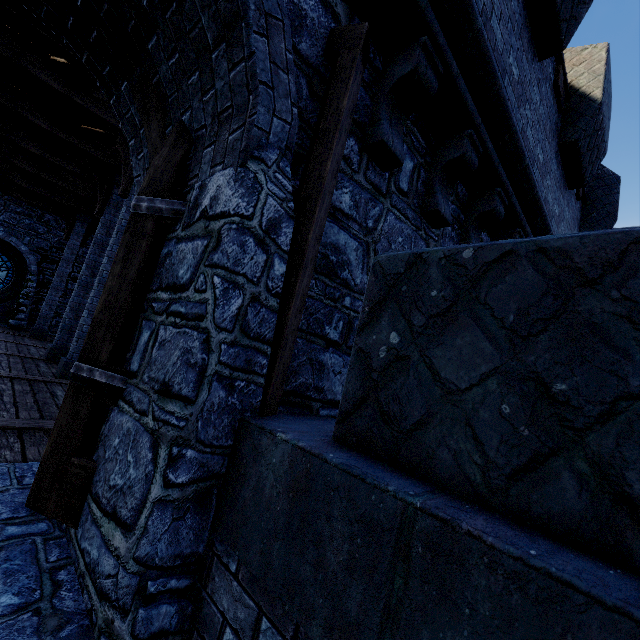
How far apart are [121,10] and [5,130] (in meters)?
10.05

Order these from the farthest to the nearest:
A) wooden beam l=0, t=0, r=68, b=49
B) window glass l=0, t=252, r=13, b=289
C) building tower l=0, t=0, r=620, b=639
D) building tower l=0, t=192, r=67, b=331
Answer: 1. window glass l=0, t=252, r=13, b=289
2. building tower l=0, t=192, r=67, b=331
3. wooden beam l=0, t=0, r=68, b=49
4. building tower l=0, t=0, r=620, b=639

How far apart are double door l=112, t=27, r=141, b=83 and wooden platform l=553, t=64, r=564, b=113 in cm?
553

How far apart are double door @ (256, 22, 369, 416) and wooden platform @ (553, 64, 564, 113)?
4.34m

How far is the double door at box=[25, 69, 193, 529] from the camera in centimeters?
190cm

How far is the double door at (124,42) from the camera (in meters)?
2.35

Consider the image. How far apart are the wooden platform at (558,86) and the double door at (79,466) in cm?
553

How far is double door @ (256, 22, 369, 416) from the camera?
1.80m
